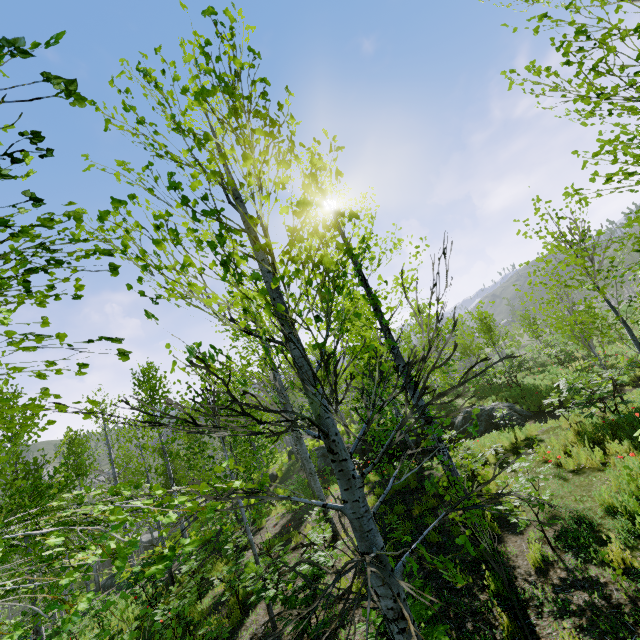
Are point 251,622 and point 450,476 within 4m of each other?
no

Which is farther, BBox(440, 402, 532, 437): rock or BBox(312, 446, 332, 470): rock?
BBox(312, 446, 332, 470): rock

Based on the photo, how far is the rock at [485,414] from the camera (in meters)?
14.67

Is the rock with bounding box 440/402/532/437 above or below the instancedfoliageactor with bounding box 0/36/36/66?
below

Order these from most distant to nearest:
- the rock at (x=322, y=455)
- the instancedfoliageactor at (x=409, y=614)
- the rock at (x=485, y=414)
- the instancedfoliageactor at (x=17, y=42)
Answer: the rock at (x=322, y=455), the rock at (x=485, y=414), the instancedfoliageactor at (x=409, y=614), the instancedfoliageactor at (x=17, y=42)

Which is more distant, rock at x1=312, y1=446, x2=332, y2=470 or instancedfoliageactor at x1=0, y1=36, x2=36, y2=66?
rock at x1=312, y1=446, x2=332, y2=470

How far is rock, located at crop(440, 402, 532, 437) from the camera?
14.7 meters
